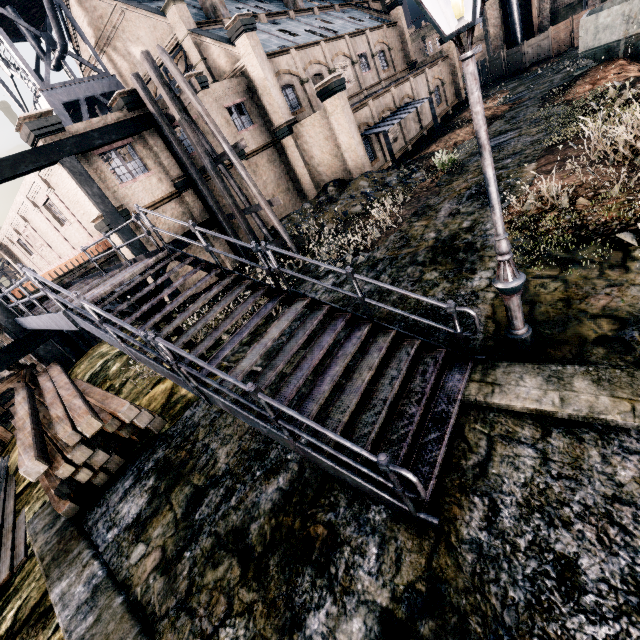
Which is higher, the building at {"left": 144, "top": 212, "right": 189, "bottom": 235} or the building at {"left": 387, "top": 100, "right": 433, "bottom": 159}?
the building at {"left": 144, "top": 212, "right": 189, "bottom": 235}

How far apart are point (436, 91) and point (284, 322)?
39.65m

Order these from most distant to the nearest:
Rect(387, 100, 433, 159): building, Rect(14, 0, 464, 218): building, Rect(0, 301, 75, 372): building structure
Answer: Rect(387, 100, 433, 159): building
Rect(14, 0, 464, 218): building
Rect(0, 301, 75, 372): building structure

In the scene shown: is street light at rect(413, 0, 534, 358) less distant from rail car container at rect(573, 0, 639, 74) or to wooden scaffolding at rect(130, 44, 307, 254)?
wooden scaffolding at rect(130, 44, 307, 254)

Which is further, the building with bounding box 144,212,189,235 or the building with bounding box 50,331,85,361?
the building with bounding box 144,212,189,235

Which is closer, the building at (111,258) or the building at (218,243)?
the building at (111,258)

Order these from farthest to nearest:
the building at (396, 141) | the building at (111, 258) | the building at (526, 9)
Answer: the building at (526, 9), the building at (396, 141), the building at (111, 258)

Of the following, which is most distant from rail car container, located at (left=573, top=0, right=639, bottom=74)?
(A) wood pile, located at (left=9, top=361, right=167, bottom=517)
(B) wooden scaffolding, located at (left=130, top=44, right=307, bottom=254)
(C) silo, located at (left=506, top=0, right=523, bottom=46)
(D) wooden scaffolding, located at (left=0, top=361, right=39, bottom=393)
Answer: (D) wooden scaffolding, located at (left=0, top=361, right=39, bottom=393)
